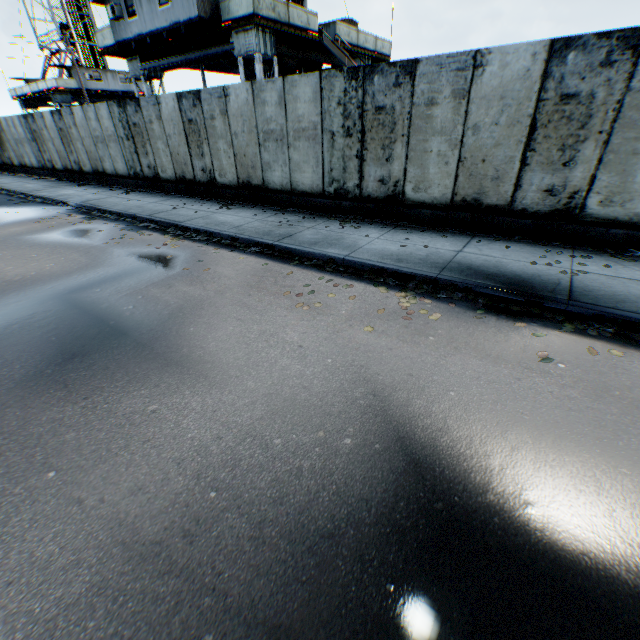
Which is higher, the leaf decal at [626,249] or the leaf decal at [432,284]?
the leaf decal at [626,249]

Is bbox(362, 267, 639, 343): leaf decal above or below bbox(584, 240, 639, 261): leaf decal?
below

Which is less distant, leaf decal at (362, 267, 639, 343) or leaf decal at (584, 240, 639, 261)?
leaf decal at (362, 267, 639, 343)

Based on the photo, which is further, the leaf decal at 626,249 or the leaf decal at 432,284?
the leaf decal at 626,249

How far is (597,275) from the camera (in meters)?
5.33
